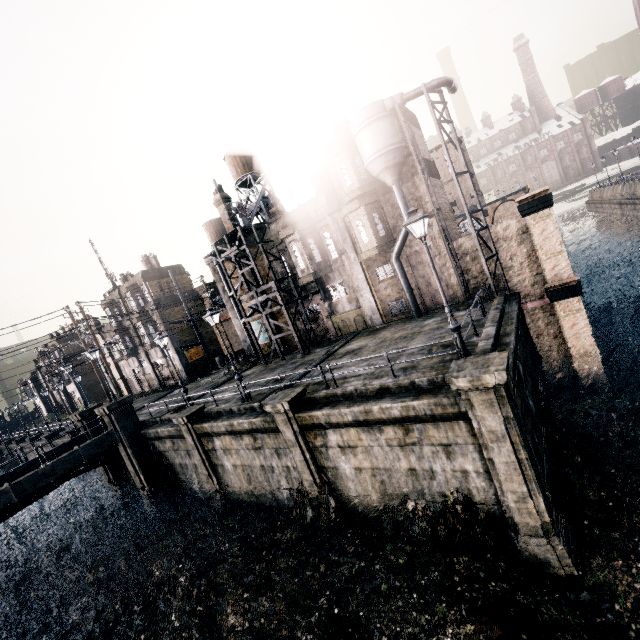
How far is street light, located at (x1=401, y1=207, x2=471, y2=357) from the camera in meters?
10.8 m

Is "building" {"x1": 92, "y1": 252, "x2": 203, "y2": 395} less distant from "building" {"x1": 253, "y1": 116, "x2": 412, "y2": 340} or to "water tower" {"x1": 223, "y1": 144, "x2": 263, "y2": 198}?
"water tower" {"x1": 223, "y1": 144, "x2": 263, "y2": 198}

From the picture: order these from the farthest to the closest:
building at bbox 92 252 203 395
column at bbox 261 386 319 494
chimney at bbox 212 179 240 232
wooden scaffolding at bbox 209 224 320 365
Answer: building at bbox 92 252 203 395
chimney at bbox 212 179 240 232
wooden scaffolding at bbox 209 224 320 365
column at bbox 261 386 319 494

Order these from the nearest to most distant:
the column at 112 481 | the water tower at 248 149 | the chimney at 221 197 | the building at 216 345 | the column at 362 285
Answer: the column at 362 285 → the column at 112 481 → the chimney at 221 197 → the water tower at 248 149 → the building at 216 345

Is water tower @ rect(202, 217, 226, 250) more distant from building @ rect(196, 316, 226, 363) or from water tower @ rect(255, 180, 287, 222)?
water tower @ rect(255, 180, 287, 222)

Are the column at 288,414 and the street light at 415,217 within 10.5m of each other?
yes

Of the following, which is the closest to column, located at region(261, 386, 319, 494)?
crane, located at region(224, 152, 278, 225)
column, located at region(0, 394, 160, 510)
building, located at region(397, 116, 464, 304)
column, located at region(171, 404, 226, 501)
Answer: column, located at region(171, 404, 226, 501)

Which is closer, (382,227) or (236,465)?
(236,465)
